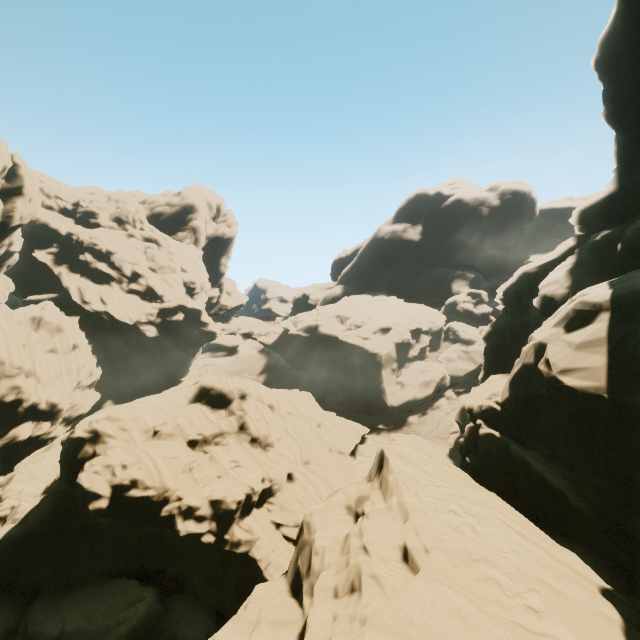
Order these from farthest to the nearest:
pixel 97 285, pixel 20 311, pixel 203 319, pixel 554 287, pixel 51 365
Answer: pixel 203 319, pixel 97 285, pixel 20 311, pixel 51 365, pixel 554 287
